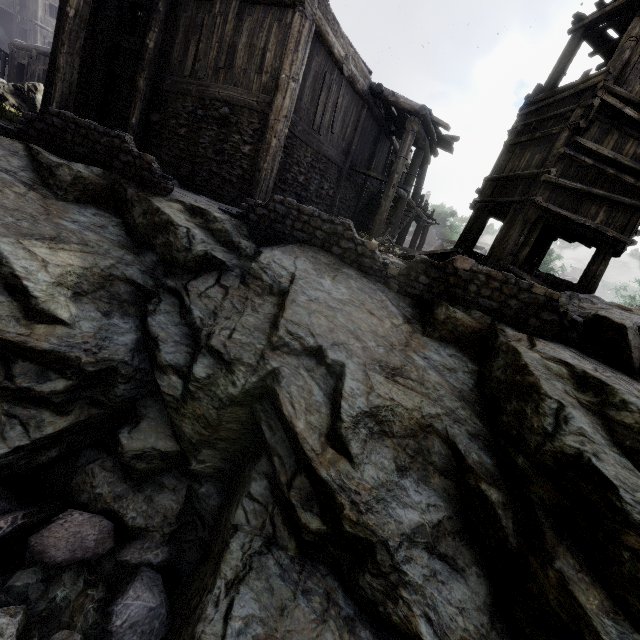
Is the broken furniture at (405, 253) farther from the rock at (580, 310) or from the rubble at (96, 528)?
the rubble at (96, 528)

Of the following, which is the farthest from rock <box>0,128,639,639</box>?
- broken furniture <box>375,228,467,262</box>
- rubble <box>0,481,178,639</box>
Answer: broken furniture <box>375,228,467,262</box>

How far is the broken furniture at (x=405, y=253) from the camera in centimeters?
875cm

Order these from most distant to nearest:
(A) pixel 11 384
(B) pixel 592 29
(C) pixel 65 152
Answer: (B) pixel 592 29
(C) pixel 65 152
(A) pixel 11 384

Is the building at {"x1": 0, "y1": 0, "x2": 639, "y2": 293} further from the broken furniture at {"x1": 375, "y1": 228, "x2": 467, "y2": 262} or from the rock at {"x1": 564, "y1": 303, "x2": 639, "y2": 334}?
the broken furniture at {"x1": 375, "y1": 228, "x2": 467, "y2": 262}

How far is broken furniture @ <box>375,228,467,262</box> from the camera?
8.8m

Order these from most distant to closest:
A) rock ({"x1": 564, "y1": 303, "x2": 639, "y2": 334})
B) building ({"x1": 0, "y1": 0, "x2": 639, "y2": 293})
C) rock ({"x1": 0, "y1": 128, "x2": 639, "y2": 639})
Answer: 1. building ({"x1": 0, "y1": 0, "x2": 639, "y2": 293})
2. rock ({"x1": 564, "y1": 303, "x2": 639, "y2": 334})
3. rock ({"x1": 0, "y1": 128, "x2": 639, "y2": 639})
